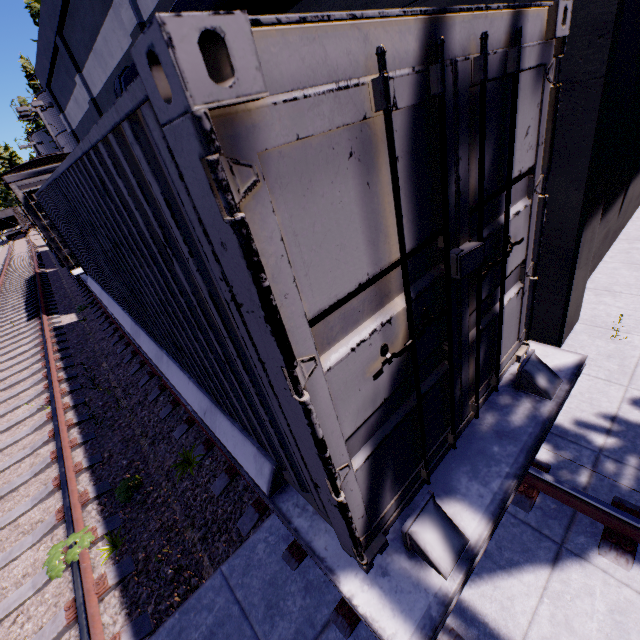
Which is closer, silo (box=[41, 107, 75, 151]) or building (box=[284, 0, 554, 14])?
building (box=[284, 0, 554, 14])

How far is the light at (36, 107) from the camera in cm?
2282

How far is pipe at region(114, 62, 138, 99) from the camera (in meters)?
8.09

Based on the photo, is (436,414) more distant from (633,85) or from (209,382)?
(633,85)

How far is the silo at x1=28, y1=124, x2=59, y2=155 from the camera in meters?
42.2

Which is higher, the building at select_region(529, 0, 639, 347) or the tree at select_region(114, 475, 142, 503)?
the building at select_region(529, 0, 639, 347)

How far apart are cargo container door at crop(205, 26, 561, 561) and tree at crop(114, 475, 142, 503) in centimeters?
401cm

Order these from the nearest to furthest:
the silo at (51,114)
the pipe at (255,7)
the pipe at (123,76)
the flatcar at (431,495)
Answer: the flatcar at (431,495) → the pipe at (255,7) → the pipe at (123,76) → the silo at (51,114)
